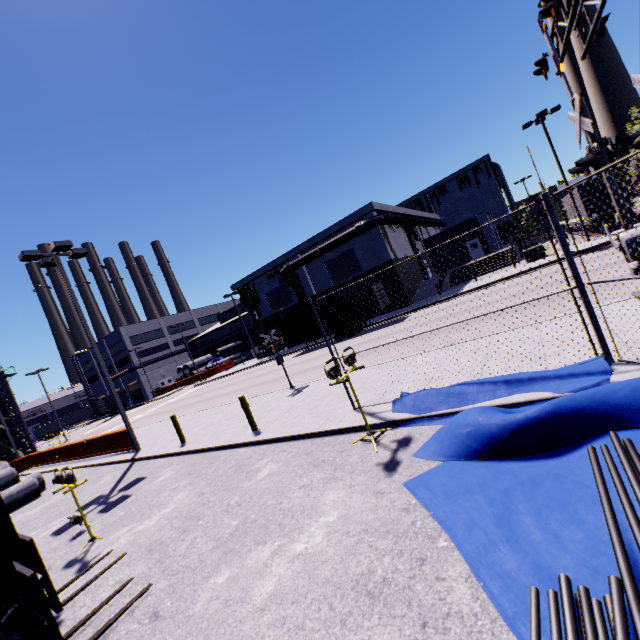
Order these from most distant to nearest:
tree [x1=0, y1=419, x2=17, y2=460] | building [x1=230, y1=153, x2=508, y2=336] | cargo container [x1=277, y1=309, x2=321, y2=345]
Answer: tree [x1=0, y1=419, x2=17, y2=460]
building [x1=230, y1=153, x2=508, y2=336]
cargo container [x1=277, y1=309, x2=321, y2=345]

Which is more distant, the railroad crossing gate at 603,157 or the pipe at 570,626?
the railroad crossing gate at 603,157

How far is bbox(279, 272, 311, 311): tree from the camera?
37.9 meters

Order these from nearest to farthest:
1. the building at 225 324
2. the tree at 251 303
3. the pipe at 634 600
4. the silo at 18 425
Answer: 1. the pipe at 634 600
2. the silo at 18 425
3. the tree at 251 303
4. the building at 225 324

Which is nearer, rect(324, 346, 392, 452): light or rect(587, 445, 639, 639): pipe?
rect(587, 445, 639, 639): pipe

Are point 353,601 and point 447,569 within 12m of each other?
yes

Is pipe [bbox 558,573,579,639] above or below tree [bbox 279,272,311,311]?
below

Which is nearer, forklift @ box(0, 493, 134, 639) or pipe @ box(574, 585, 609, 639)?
pipe @ box(574, 585, 609, 639)
